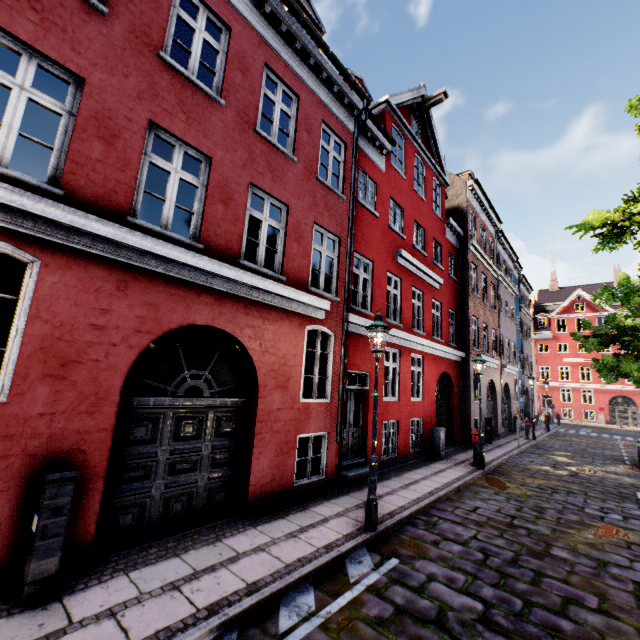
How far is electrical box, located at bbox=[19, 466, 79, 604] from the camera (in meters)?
3.46

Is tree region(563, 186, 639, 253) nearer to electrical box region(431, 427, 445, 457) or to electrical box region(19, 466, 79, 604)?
electrical box region(431, 427, 445, 457)

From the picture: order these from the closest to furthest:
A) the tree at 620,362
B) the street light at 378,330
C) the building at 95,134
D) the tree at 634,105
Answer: the building at 95,134 < the street light at 378,330 < the tree at 620,362 < the tree at 634,105

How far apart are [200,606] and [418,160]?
15.8m

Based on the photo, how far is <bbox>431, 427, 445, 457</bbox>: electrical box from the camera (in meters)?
12.21

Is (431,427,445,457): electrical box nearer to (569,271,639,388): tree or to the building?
the building

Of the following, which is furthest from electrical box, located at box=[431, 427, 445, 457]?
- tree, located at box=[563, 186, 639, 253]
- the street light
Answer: tree, located at box=[563, 186, 639, 253]

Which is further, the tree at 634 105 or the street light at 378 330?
the tree at 634 105
